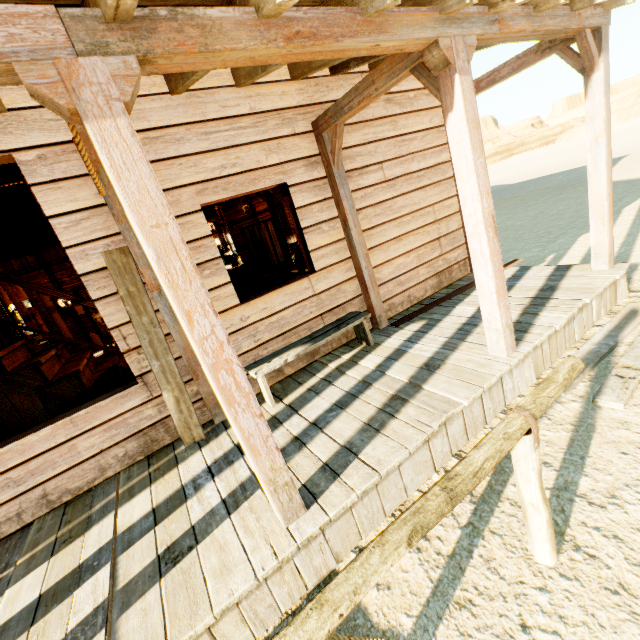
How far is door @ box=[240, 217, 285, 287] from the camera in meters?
11.0 m

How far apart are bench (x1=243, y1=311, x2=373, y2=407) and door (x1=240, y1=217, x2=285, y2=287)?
7.3m

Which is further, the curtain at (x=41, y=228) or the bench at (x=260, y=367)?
the bench at (x=260, y=367)

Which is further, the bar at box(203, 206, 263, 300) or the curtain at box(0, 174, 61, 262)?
the bar at box(203, 206, 263, 300)

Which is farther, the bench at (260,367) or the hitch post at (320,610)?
the bench at (260,367)

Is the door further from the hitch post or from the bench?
the hitch post

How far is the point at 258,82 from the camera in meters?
3.5 m

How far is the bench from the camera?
3.43m
